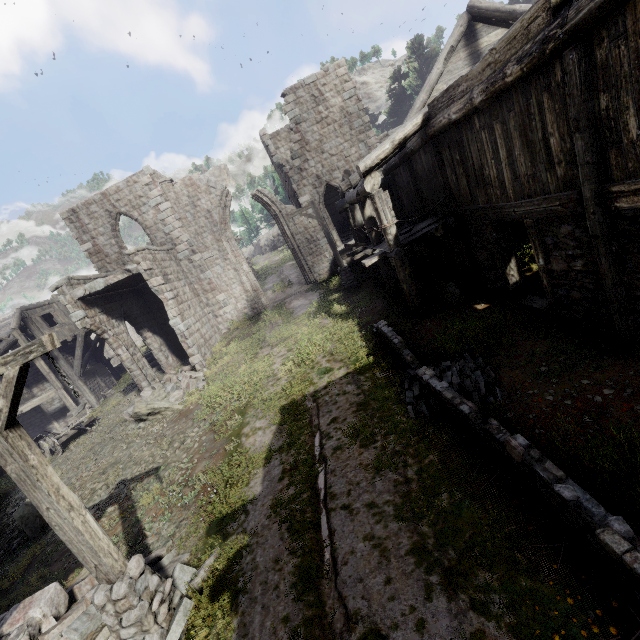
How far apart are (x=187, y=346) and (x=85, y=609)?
11.2m

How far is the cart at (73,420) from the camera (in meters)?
16.00

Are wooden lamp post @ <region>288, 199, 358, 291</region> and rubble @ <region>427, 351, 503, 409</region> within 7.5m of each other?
no

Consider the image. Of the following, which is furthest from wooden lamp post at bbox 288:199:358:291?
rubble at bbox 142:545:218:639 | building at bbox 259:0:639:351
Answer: rubble at bbox 142:545:218:639

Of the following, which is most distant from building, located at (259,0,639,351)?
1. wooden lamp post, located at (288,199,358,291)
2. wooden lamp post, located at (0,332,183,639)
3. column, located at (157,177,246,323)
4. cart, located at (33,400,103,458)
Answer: cart, located at (33,400,103,458)

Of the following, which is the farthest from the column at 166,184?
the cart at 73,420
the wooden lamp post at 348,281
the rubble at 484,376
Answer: the rubble at 484,376

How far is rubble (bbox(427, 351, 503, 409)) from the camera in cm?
616

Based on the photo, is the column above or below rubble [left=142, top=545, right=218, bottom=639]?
above
